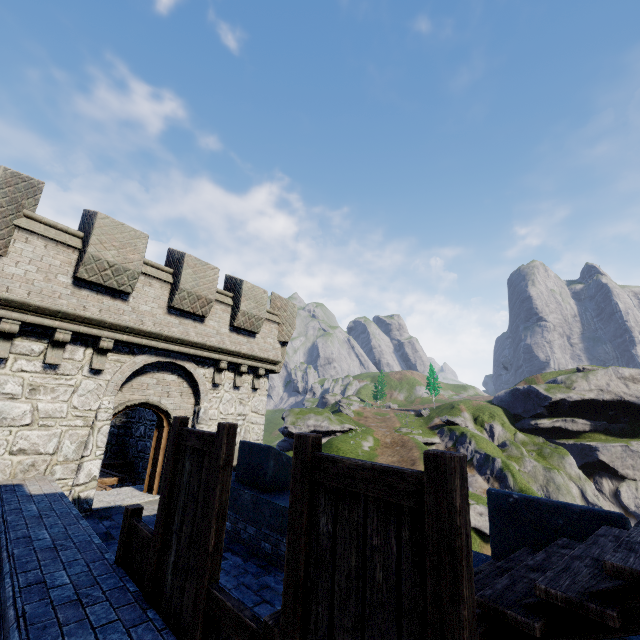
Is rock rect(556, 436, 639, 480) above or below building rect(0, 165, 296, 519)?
below

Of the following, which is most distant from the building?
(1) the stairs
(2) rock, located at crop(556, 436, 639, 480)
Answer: (2) rock, located at crop(556, 436, 639, 480)

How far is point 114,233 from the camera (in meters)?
8.59

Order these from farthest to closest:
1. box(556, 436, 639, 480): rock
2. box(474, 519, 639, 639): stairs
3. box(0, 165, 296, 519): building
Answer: box(556, 436, 639, 480): rock → box(0, 165, 296, 519): building → box(474, 519, 639, 639): stairs

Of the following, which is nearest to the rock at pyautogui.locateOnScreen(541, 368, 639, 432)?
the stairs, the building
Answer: the building

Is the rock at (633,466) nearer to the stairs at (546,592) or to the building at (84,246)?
the building at (84,246)

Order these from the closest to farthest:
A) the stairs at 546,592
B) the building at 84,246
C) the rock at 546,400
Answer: the stairs at 546,592 → the building at 84,246 → the rock at 546,400

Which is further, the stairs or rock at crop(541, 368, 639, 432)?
rock at crop(541, 368, 639, 432)
